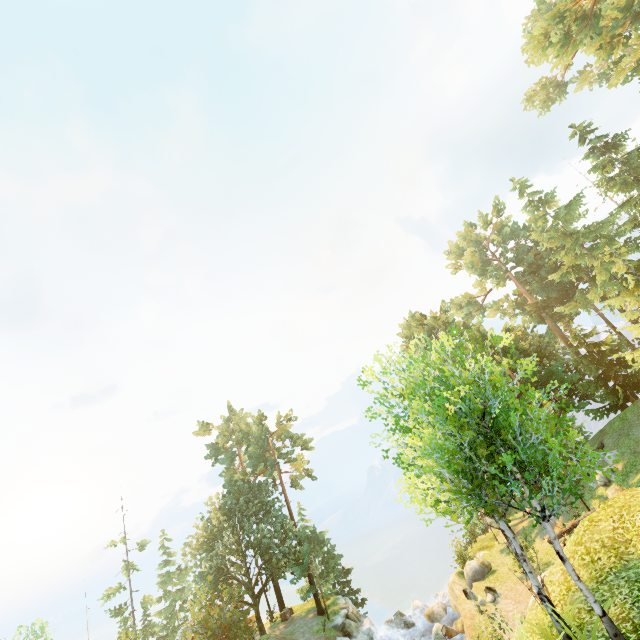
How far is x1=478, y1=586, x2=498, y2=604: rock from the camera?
20.25m

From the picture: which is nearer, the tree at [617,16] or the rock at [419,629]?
the tree at [617,16]

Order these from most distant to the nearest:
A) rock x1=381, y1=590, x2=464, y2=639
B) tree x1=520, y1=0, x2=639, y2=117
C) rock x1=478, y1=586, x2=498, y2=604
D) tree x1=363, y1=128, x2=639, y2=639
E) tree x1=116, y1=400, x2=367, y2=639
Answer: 1. tree x1=116, y1=400, x2=367, y2=639
2. rock x1=381, y1=590, x2=464, y2=639
3. tree x1=520, y1=0, x2=639, y2=117
4. rock x1=478, y1=586, x2=498, y2=604
5. tree x1=363, y1=128, x2=639, y2=639

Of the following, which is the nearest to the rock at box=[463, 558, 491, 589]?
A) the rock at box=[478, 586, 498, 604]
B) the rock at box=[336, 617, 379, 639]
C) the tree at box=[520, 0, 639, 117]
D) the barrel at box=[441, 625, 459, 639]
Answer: the barrel at box=[441, 625, 459, 639]

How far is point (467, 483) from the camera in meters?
9.2

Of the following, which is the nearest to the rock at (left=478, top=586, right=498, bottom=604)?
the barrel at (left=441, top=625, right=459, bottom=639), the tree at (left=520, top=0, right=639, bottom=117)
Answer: the barrel at (left=441, top=625, right=459, bottom=639)

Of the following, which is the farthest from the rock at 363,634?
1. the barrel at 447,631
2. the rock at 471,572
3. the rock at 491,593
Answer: the rock at 491,593

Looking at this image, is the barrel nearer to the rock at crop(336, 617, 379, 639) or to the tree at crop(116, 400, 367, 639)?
the rock at crop(336, 617, 379, 639)
